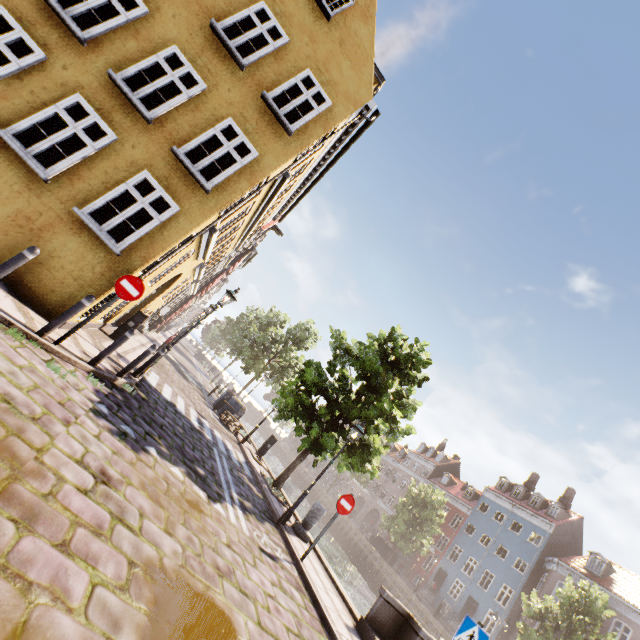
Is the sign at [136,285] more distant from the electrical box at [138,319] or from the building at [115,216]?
the electrical box at [138,319]

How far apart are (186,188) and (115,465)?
6.46m

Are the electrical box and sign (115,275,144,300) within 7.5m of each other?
yes

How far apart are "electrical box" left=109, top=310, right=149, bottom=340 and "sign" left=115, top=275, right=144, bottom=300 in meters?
5.0

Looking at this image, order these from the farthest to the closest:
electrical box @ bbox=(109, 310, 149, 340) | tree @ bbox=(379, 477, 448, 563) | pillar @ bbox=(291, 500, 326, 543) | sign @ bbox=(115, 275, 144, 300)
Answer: tree @ bbox=(379, 477, 448, 563)
electrical box @ bbox=(109, 310, 149, 340)
pillar @ bbox=(291, 500, 326, 543)
sign @ bbox=(115, 275, 144, 300)

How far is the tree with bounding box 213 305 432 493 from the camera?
12.0m

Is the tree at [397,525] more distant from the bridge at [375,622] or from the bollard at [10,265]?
the bollard at [10,265]

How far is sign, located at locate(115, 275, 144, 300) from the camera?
6.5 meters
